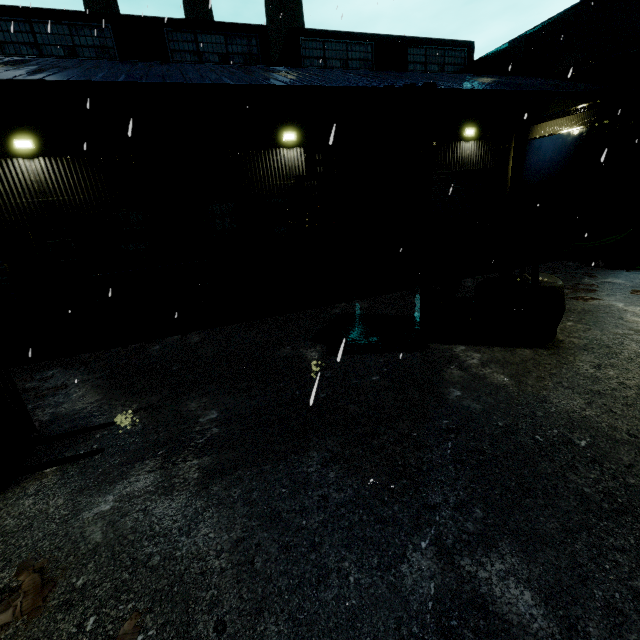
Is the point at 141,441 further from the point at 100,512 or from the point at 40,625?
the point at 40,625

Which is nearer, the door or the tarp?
the door

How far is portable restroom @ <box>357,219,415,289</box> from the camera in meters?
10.3

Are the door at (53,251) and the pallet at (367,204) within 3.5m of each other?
no

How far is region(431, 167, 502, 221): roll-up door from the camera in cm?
1705

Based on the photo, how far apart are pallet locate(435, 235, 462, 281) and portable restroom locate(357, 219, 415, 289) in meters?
0.7

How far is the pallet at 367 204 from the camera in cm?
506

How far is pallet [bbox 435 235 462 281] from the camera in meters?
10.6
